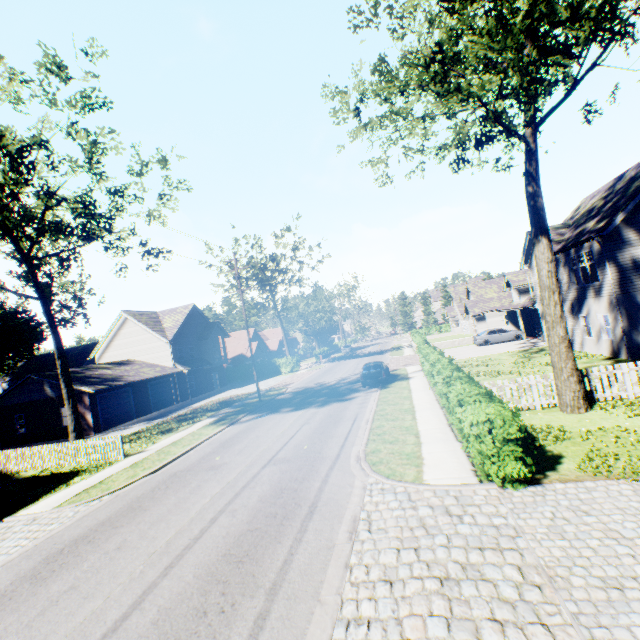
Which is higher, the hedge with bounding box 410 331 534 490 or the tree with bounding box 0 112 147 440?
the tree with bounding box 0 112 147 440

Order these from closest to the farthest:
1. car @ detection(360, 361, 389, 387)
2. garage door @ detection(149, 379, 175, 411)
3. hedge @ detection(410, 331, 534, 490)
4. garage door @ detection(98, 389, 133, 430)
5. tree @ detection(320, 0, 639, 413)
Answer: hedge @ detection(410, 331, 534, 490) → tree @ detection(320, 0, 639, 413) → car @ detection(360, 361, 389, 387) → garage door @ detection(98, 389, 133, 430) → garage door @ detection(149, 379, 175, 411)

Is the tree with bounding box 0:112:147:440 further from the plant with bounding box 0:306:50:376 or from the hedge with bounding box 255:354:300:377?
the hedge with bounding box 255:354:300:377

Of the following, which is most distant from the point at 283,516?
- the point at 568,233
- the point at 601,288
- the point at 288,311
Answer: the point at 288,311

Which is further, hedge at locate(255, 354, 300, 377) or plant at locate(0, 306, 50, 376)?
plant at locate(0, 306, 50, 376)

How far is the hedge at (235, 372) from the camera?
46.31m

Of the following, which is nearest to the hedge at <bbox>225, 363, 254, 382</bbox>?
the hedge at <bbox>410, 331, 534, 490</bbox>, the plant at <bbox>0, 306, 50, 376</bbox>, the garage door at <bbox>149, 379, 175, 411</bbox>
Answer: the plant at <bbox>0, 306, 50, 376</bbox>

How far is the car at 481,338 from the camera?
33.2 meters
